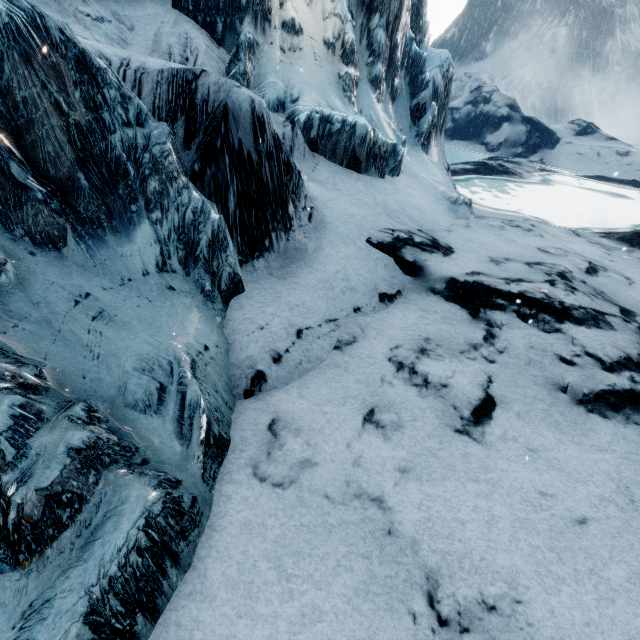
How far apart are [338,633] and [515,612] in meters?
1.5 m
